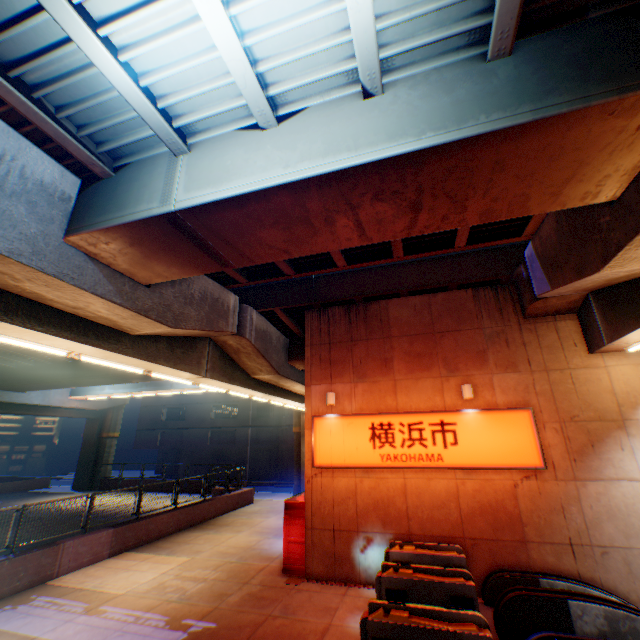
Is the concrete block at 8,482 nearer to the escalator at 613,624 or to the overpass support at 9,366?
the overpass support at 9,366

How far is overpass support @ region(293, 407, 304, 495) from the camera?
23.7 meters

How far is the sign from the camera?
9.2m

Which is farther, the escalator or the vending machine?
the vending machine

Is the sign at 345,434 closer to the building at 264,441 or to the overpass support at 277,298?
the overpass support at 277,298

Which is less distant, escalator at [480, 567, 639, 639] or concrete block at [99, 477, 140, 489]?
escalator at [480, 567, 639, 639]

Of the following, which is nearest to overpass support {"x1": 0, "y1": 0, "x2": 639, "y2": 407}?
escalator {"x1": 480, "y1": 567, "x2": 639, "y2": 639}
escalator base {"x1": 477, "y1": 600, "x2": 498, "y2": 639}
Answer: escalator {"x1": 480, "y1": 567, "x2": 639, "y2": 639}

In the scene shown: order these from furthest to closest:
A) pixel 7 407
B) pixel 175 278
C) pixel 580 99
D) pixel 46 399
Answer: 1. pixel 46 399
2. pixel 7 407
3. pixel 175 278
4. pixel 580 99
